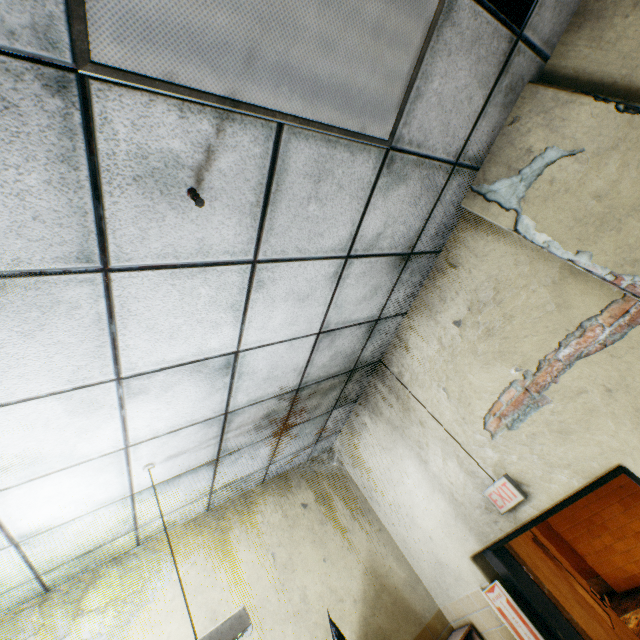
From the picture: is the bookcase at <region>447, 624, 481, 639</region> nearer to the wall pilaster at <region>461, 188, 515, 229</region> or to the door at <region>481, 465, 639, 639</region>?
the door at <region>481, 465, 639, 639</region>

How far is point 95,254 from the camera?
1.2 meters

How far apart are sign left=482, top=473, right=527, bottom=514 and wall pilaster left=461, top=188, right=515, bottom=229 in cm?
161

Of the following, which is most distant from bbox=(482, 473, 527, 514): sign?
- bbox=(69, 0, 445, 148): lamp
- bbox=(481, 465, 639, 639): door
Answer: bbox=(69, 0, 445, 148): lamp

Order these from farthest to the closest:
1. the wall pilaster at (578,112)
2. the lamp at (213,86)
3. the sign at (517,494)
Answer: the sign at (517,494)
the wall pilaster at (578,112)
the lamp at (213,86)

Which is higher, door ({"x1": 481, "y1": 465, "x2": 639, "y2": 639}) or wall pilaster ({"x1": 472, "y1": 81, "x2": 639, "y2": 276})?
wall pilaster ({"x1": 472, "y1": 81, "x2": 639, "y2": 276})

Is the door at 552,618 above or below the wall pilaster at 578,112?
below

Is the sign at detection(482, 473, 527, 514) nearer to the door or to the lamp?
the door
